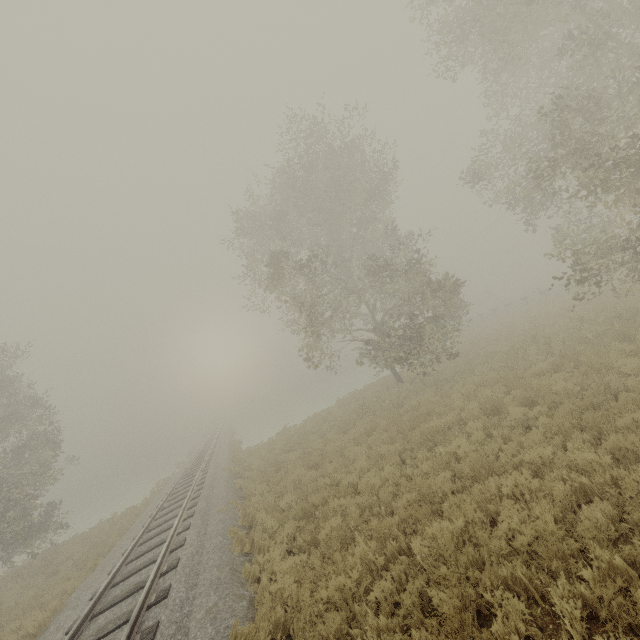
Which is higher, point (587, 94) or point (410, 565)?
point (587, 94)

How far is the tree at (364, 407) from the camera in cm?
1599

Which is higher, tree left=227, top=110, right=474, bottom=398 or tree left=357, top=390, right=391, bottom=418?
tree left=227, top=110, right=474, bottom=398

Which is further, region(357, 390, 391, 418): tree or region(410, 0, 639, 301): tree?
region(357, 390, 391, 418): tree

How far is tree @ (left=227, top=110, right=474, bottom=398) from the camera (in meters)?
16.30
